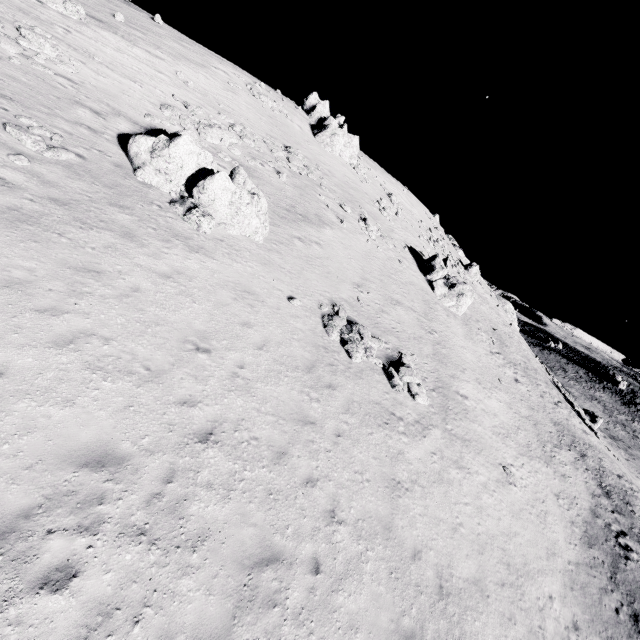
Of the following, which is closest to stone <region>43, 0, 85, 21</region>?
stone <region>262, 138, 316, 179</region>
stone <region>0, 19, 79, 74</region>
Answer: stone <region>0, 19, 79, 74</region>

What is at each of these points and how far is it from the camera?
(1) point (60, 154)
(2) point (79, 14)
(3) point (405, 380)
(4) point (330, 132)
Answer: (1) stone, 12.4m
(2) stone, 21.8m
(3) stone, 16.4m
(4) stone, 36.6m

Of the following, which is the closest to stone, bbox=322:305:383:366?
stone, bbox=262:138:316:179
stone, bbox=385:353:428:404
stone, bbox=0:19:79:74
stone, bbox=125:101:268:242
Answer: stone, bbox=385:353:428:404

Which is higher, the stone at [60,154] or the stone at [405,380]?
the stone at [60,154]

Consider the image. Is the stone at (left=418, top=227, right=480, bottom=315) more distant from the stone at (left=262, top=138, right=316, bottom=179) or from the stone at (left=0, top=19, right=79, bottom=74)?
the stone at (left=0, top=19, right=79, bottom=74)

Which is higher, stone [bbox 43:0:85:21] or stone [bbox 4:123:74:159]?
stone [bbox 43:0:85:21]

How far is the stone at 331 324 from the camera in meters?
15.3 m

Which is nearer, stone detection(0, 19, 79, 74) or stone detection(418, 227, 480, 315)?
stone detection(0, 19, 79, 74)
